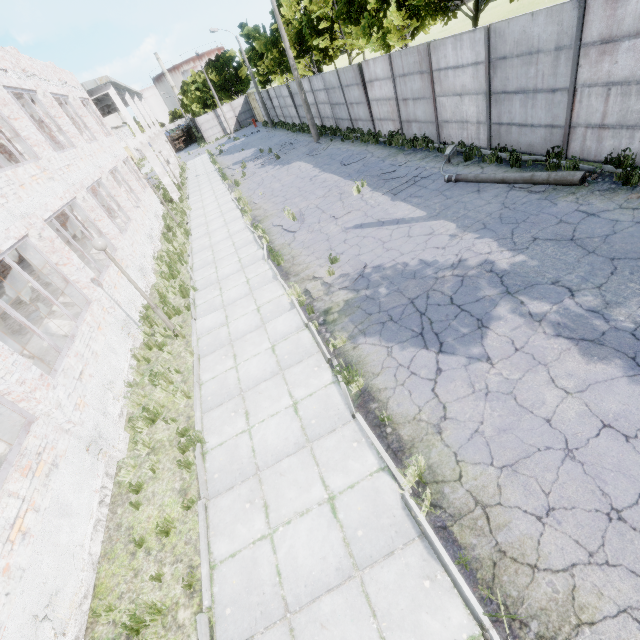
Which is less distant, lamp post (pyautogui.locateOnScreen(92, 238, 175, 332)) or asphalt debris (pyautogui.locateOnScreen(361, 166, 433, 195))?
lamp post (pyautogui.locateOnScreen(92, 238, 175, 332))

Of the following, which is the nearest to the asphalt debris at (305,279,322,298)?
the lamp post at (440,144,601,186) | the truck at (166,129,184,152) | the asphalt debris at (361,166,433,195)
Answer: the asphalt debris at (361,166,433,195)

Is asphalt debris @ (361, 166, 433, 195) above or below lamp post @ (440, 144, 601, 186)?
below

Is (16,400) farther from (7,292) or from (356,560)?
(7,292)

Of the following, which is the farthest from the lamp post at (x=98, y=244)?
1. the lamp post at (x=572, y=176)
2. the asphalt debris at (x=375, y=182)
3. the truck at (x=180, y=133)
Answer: the truck at (x=180, y=133)

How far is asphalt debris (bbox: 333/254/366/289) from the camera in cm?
880

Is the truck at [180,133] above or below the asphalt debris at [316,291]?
above

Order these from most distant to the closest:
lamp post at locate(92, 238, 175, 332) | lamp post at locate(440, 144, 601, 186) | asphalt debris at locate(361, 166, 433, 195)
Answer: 1. asphalt debris at locate(361, 166, 433, 195)
2. lamp post at locate(440, 144, 601, 186)
3. lamp post at locate(92, 238, 175, 332)
